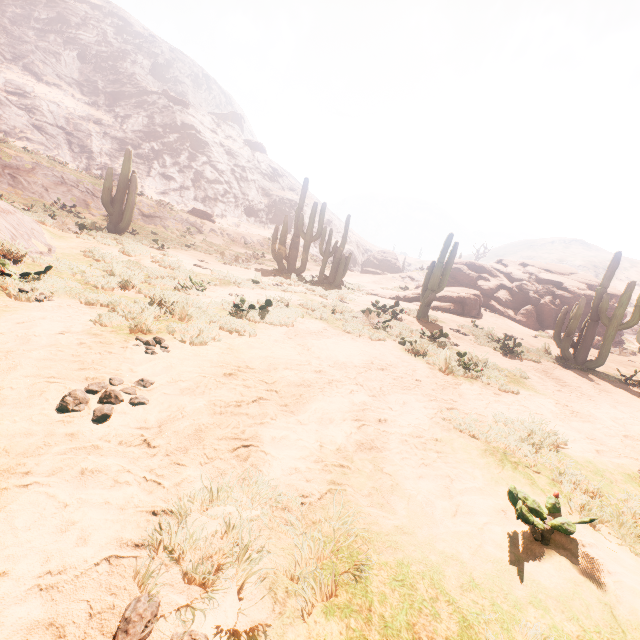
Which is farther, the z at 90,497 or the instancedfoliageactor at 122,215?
the instancedfoliageactor at 122,215

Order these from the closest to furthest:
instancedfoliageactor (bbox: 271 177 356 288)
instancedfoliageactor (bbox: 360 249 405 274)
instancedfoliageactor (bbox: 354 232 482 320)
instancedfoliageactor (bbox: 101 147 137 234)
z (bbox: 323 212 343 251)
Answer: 1. instancedfoliageactor (bbox: 354 232 482 320)
2. instancedfoliageactor (bbox: 101 147 137 234)
3. instancedfoliageactor (bbox: 271 177 356 288)
4. instancedfoliageactor (bbox: 360 249 405 274)
5. z (bbox: 323 212 343 251)

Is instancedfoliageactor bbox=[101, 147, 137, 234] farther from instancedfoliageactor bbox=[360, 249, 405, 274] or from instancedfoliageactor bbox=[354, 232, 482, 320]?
instancedfoliageactor bbox=[360, 249, 405, 274]

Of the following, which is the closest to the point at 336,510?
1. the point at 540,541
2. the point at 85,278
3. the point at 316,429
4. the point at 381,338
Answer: the point at 316,429

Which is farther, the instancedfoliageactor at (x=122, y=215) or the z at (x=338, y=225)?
the z at (x=338, y=225)

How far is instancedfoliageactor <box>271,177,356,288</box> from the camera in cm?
1681

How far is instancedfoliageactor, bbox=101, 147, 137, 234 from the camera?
15.11m

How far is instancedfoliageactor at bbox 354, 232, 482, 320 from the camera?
12.5m
